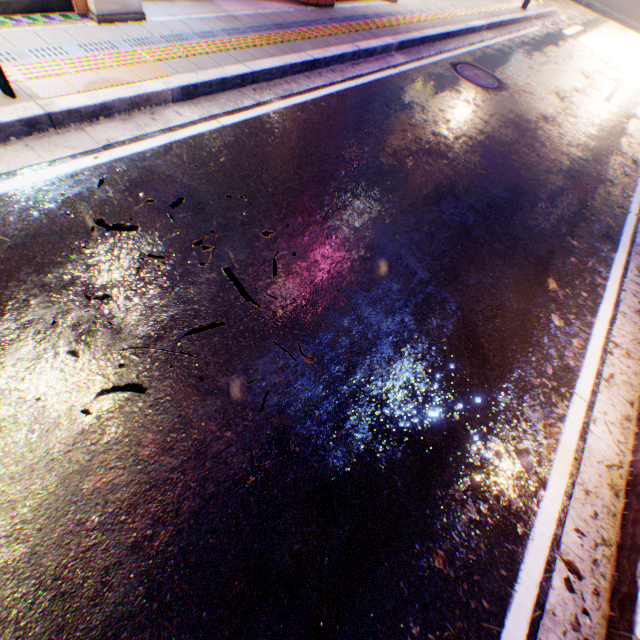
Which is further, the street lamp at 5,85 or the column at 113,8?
the column at 113,8

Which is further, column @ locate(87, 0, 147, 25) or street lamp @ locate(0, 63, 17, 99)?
column @ locate(87, 0, 147, 25)

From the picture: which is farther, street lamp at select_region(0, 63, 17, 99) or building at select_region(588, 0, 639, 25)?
building at select_region(588, 0, 639, 25)

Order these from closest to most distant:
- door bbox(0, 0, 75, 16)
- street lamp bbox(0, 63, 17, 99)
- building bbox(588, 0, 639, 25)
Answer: street lamp bbox(0, 63, 17, 99) → door bbox(0, 0, 75, 16) → building bbox(588, 0, 639, 25)

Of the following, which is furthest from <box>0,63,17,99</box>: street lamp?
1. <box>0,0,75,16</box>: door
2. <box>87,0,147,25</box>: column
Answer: <box>87,0,147,25</box>: column

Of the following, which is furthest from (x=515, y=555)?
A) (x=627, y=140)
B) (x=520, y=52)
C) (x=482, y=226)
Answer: (x=520, y=52)

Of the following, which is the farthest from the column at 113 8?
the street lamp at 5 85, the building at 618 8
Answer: the building at 618 8

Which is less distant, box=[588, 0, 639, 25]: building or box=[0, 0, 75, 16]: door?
box=[0, 0, 75, 16]: door
